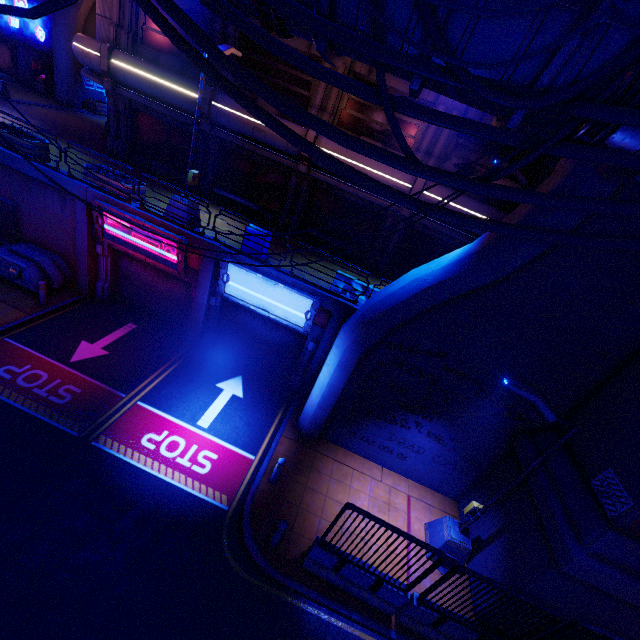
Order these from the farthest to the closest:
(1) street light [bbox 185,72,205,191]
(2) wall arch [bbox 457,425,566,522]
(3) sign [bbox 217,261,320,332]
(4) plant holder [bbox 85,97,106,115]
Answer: (4) plant holder [bbox 85,97,106,115], (3) sign [bbox 217,261,320,332], (1) street light [bbox 185,72,205,191], (2) wall arch [bbox 457,425,566,522]

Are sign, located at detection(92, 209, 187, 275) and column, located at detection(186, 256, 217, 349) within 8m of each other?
yes

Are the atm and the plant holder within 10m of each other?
yes

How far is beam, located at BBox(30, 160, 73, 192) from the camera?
11.66m

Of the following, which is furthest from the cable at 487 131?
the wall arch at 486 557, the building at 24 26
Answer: the building at 24 26

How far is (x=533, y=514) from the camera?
8.26m

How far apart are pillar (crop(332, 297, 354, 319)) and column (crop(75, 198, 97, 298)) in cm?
993

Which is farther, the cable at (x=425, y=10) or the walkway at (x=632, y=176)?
the walkway at (x=632, y=176)
